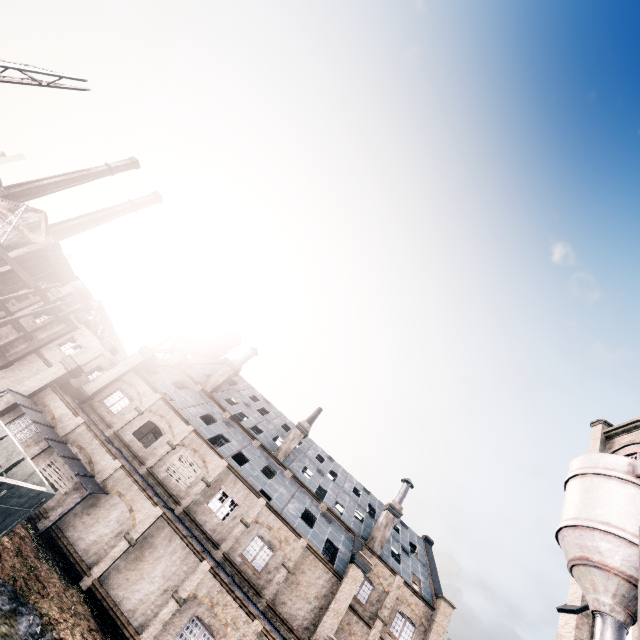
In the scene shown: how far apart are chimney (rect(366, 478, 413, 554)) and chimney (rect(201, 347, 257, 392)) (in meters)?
21.98

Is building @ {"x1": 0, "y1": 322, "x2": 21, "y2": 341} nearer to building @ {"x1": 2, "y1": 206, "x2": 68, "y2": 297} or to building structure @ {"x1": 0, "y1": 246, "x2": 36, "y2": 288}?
building structure @ {"x1": 0, "y1": 246, "x2": 36, "y2": 288}

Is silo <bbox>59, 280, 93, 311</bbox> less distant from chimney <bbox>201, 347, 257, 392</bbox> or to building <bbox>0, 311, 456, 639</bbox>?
building <bbox>0, 311, 456, 639</bbox>

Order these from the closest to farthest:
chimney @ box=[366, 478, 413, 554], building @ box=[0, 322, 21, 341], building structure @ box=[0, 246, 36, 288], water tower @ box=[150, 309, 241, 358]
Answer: chimney @ box=[366, 478, 413, 554]
building @ box=[0, 322, 21, 341]
building structure @ box=[0, 246, 36, 288]
water tower @ box=[150, 309, 241, 358]

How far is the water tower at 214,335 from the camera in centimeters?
4651cm

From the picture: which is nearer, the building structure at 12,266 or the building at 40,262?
the building structure at 12,266

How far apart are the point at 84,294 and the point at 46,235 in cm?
1066

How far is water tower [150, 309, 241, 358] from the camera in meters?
46.5
